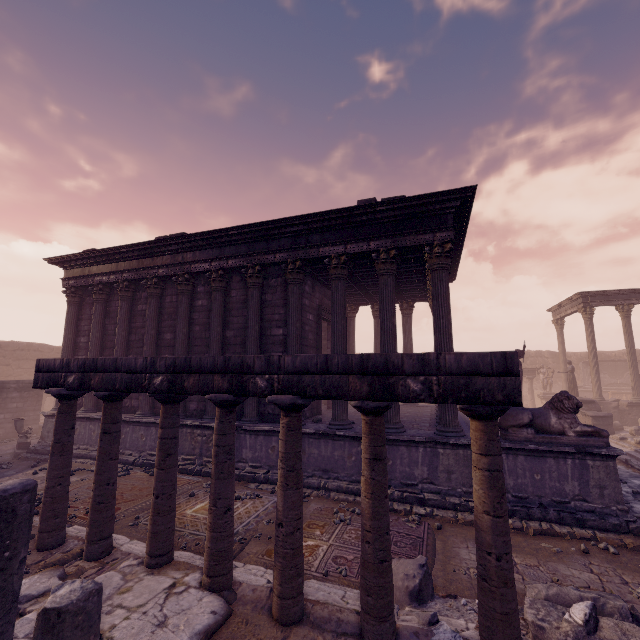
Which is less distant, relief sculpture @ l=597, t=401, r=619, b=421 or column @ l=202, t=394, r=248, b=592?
column @ l=202, t=394, r=248, b=592

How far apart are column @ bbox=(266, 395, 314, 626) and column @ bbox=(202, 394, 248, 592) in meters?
0.5

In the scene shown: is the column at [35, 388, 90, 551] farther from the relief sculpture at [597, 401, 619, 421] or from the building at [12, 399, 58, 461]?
the building at [12, 399, 58, 461]

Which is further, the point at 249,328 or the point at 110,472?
the point at 249,328

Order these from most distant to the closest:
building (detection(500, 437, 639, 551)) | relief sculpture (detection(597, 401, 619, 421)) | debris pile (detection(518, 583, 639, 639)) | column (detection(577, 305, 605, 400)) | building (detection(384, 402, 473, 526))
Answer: column (detection(577, 305, 605, 400)), relief sculpture (detection(597, 401, 619, 421)), building (detection(384, 402, 473, 526)), building (detection(500, 437, 639, 551)), debris pile (detection(518, 583, 639, 639))

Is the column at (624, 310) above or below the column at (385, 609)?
above

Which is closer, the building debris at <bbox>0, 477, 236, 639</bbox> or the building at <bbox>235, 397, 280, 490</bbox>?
the building debris at <bbox>0, 477, 236, 639</bbox>

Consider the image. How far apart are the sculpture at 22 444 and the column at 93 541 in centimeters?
1062cm
